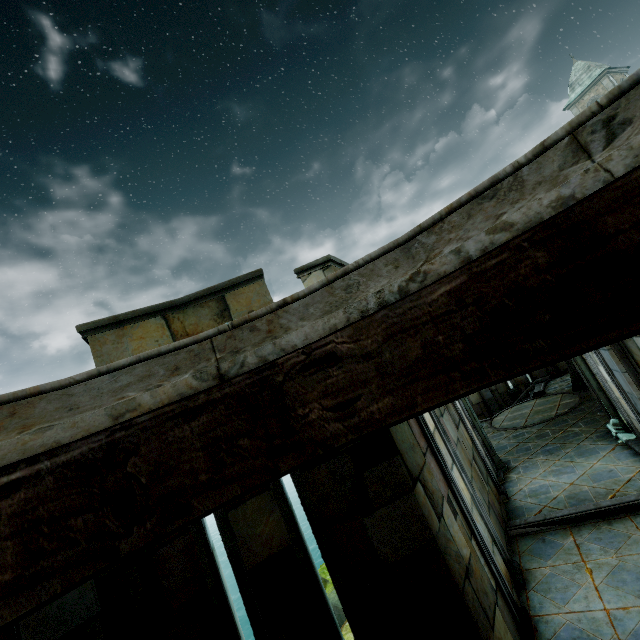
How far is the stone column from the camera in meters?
8.0

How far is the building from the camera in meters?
41.5

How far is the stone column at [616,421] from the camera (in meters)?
7.96

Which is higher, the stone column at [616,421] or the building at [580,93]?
the building at [580,93]

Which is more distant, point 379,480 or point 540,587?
point 540,587

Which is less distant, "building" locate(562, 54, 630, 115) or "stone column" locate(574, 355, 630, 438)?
"stone column" locate(574, 355, 630, 438)

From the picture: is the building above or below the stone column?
above
